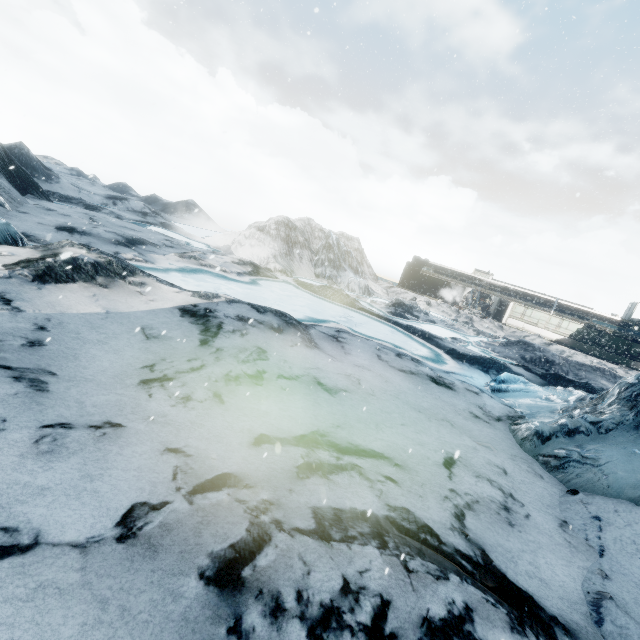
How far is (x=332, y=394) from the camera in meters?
8.7 m
